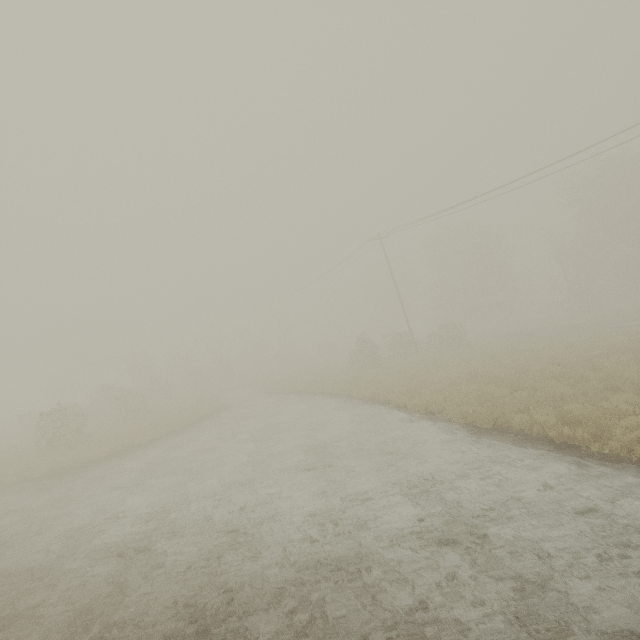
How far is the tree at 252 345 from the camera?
47.9m

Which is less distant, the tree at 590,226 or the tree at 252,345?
the tree at 590,226

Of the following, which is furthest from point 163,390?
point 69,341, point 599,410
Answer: point 599,410

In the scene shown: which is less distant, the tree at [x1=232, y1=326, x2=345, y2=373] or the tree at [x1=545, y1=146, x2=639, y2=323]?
the tree at [x1=545, y1=146, x2=639, y2=323]

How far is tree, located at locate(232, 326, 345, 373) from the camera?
47.9m
